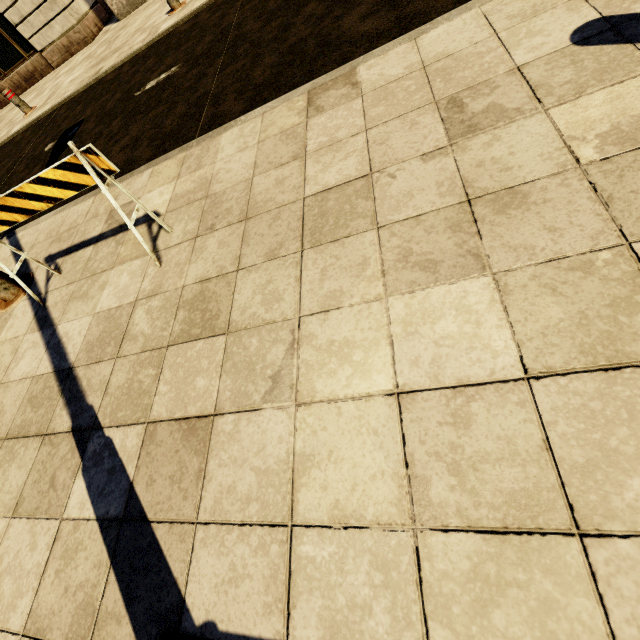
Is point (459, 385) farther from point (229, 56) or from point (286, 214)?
point (229, 56)

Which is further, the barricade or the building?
the building

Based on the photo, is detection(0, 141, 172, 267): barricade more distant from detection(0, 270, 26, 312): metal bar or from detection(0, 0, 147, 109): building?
detection(0, 0, 147, 109): building

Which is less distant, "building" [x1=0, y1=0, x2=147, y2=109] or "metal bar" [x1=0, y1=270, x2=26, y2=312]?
"metal bar" [x1=0, y1=270, x2=26, y2=312]

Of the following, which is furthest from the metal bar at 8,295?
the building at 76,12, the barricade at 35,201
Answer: the building at 76,12

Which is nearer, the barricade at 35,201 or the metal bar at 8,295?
the barricade at 35,201

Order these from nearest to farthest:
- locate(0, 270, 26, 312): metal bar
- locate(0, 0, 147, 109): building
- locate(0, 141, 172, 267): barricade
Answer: locate(0, 141, 172, 267): barricade, locate(0, 270, 26, 312): metal bar, locate(0, 0, 147, 109): building

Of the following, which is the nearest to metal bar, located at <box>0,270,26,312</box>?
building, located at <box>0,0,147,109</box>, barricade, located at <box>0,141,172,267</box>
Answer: barricade, located at <box>0,141,172,267</box>
